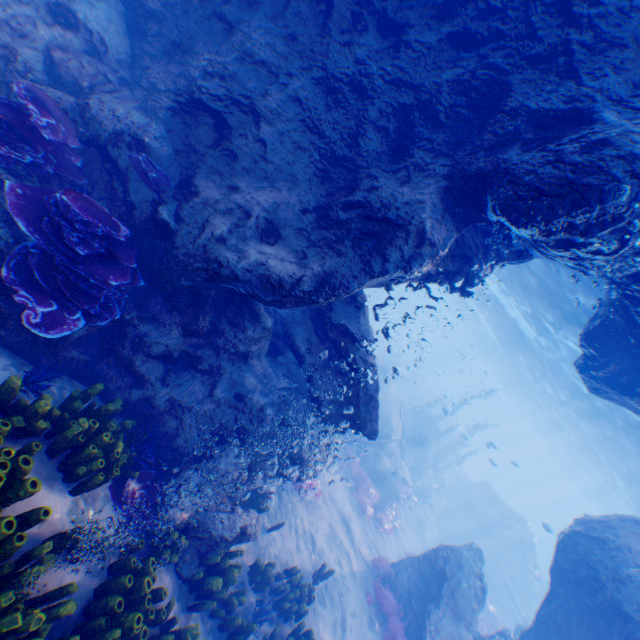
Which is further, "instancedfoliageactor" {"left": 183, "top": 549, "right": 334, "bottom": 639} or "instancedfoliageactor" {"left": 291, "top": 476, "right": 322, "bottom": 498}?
"instancedfoliageactor" {"left": 291, "top": 476, "right": 322, "bottom": 498}

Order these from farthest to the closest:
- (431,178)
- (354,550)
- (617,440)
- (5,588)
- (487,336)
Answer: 1. (487,336)
2. (617,440)
3. (354,550)
4. (431,178)
5. (5,588)

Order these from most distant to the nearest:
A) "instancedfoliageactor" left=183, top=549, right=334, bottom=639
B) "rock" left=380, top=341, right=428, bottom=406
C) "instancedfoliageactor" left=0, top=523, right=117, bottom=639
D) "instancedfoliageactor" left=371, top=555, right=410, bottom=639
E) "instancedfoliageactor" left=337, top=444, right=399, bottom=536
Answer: "rock" left=380, top=341, right=428, bottom=406 < "instancedfoliageactor" left=337, top=444, right=399, bottom=536 < "instancedfoliageactor" left=371, top=555, right=410, bottom=639 < "instancedfoliageactor" left=183, top=549, right=334, bottom=639 < "instancedfoliageactor" left=0, top=523, right=117, bottom=639

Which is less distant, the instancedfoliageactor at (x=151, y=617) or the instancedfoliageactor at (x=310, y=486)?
the instancedfoliageactor at (x=151, y=617)

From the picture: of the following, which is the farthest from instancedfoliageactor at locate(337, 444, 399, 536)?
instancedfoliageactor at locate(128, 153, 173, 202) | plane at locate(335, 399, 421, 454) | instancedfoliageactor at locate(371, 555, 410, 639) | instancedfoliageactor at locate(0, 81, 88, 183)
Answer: instancedfoliageactor at locate(0, 81, 88, 183)

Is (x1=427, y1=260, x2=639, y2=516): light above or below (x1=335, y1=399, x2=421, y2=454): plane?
above

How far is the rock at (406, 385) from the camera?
38.72m

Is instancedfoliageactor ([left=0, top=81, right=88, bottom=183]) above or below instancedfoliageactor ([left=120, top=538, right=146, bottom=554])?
above
